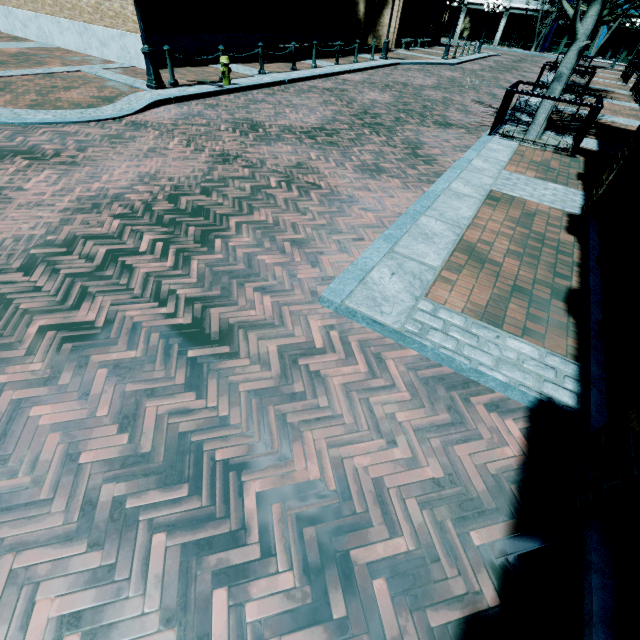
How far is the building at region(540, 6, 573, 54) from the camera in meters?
35.4 m

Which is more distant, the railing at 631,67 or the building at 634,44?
the building at 634,44

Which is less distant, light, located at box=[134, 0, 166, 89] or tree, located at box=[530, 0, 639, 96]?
tree, located at box=[530, 0, 639, 96]

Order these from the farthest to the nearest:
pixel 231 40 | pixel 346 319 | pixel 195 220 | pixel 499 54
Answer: pixel 499 54
pixel 231 40
pixel 195 220
pixel 346 319

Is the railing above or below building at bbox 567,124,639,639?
above

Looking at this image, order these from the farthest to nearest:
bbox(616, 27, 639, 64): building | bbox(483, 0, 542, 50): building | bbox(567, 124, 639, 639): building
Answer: bbox(483, 0, 542, 50): building, bbox(616, 27, 639, 64): building, bbox(567, 124, 639, 639): building

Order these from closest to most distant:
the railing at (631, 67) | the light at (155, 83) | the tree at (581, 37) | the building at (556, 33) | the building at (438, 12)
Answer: the tree at (581, 37)
the light at (155, 83)
the railing at (631, 67)
the building at (438, 12)
the building at (556, 33)
